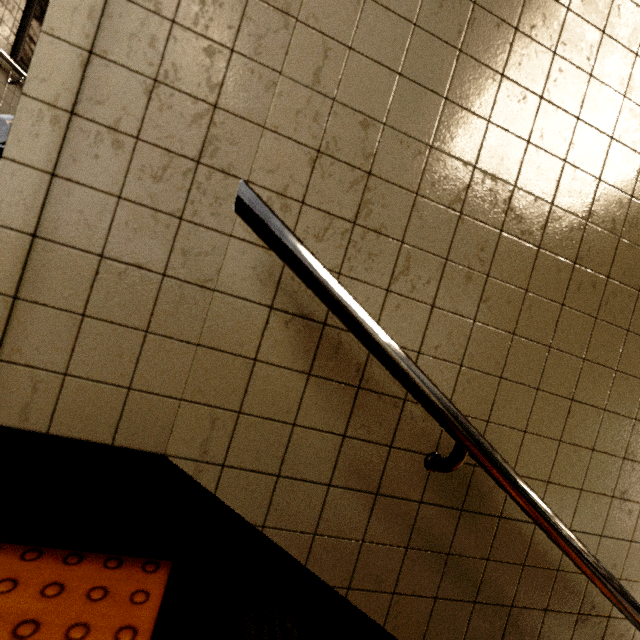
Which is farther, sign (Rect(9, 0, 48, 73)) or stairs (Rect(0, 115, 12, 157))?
sign (Rect(9, 0, 48, 73))

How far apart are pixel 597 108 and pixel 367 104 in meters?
0.8

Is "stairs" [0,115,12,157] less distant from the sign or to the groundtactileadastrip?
the groundtactileadastrip

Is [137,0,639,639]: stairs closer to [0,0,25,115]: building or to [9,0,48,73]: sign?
[0,0,25,115]: building

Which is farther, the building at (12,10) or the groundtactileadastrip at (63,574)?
the building at (12,10)

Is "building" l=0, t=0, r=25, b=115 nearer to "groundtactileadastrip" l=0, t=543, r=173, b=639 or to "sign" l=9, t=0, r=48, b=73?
"sign" l=9, t=0, r=48, b=73

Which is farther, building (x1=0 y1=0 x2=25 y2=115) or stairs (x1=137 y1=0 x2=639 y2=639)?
building (x1=0 y1=0 x2=25 y2=115)

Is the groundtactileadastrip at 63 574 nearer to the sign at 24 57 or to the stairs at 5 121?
the stairs at 5 121
